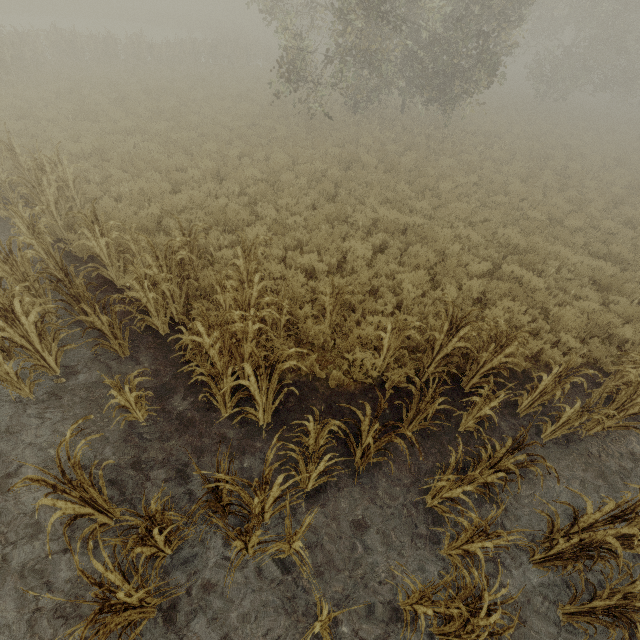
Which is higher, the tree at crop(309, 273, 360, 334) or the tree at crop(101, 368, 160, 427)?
the tree at crop(309, 273, 360, 334)

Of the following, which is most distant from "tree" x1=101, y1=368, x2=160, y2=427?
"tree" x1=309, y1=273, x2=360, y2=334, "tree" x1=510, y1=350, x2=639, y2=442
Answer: "tree" x1=510, y1=350, x2=639, y2=442

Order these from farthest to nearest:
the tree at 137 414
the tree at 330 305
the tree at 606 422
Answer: the tree at 330 305 → the tree at 606 422 → the tree at 137 414

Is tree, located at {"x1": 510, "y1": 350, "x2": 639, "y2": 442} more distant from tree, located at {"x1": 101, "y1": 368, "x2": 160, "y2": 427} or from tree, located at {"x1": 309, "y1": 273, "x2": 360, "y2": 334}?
tree, located at {"x1": 101, "y1": 368, "x2": 160, "y2": 427}

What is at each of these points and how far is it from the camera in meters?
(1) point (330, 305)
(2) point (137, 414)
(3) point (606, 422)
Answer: (1) tree, 5.7
(2) tree, 4.8
(3) tree, 4.8

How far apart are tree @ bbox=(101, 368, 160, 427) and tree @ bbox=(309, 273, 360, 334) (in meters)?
3.26

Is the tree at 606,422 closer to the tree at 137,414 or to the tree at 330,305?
the tree at 330,305

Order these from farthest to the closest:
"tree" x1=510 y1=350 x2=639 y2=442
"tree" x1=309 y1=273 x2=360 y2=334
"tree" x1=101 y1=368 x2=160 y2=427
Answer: "tree" x1=309 y1=273 x2=360 y2=334 < "tree" x1=510 y1=350 x2=639 y2=442 < "tree" x1=101 y1=368 x2=160 y2=427
